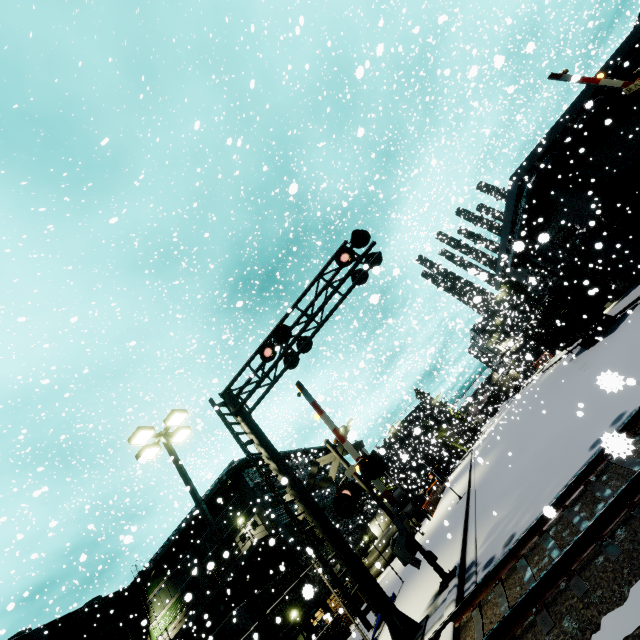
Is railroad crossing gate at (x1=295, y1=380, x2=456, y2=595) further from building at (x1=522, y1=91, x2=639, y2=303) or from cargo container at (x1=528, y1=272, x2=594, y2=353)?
cargo container at (x1=528, y1=272, x2=594, y2=353)

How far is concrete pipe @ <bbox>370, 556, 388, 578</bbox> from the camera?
9.9m

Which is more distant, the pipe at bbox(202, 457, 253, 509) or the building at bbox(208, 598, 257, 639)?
the pipe at bbox(202, 457, 253, 509)

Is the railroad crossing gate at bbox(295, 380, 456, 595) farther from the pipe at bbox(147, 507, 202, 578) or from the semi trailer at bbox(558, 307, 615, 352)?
the semi trailer at bbox(558, 307, 615, 352)

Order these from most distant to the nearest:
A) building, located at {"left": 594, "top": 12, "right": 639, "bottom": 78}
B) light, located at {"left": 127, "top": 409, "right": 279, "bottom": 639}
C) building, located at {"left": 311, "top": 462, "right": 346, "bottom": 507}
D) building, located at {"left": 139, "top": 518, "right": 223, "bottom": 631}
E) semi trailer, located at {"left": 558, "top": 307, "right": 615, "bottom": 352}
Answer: building, located at {"left": 311, "top": 462, "right": 346, "bottom": 507} < building, located at {"left": 139, "top": 518, "right": 223, "bottom": 631} < building, located at {"left": 594, "top": 12, "right": 639, "bottom": 78} < semi trailer, located at {"left": 558, "top": 307, "right": 615, "bottom": 352} < light, located at {"left": 127, "top": 409, "right": 279, "bottom": 639}

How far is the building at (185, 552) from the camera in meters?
28.0 m

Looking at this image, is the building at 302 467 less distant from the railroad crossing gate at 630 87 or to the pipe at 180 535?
the pipe at 180 535

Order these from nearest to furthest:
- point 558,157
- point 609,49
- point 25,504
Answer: point 558,157
point 609,49
point 25,504
